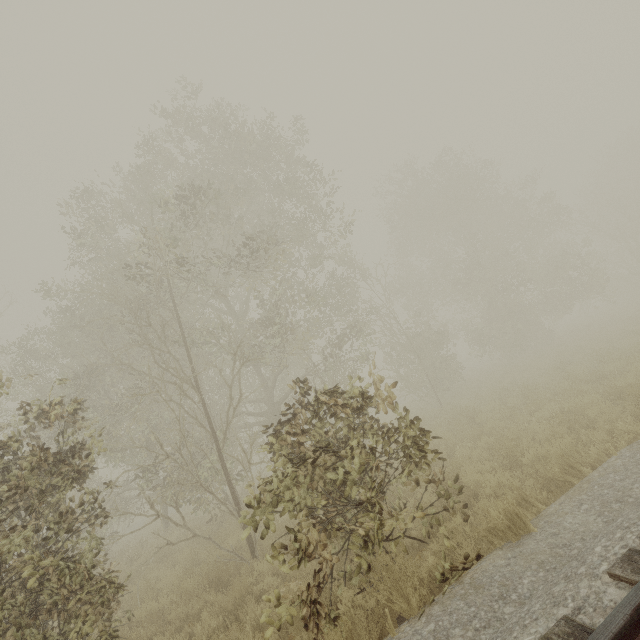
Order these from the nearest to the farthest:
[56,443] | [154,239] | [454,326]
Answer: [56,443] < [154,239] < [454,326]
